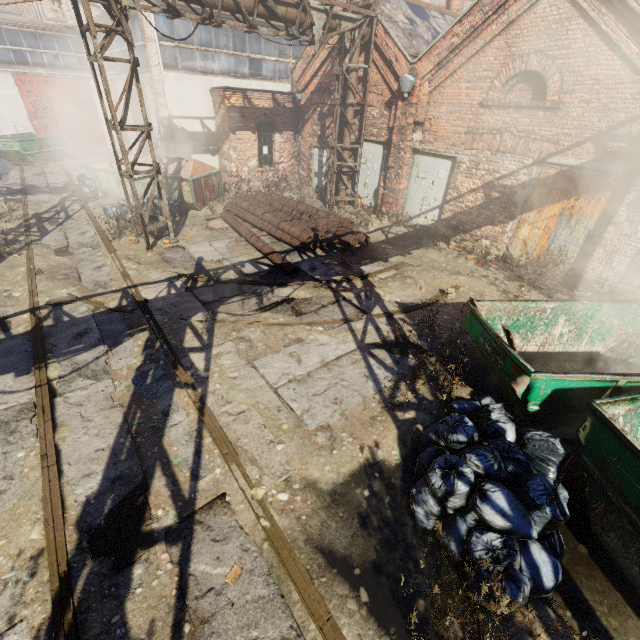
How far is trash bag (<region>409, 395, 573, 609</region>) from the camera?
3.18m

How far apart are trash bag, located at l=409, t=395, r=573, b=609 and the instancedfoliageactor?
2.0 meters

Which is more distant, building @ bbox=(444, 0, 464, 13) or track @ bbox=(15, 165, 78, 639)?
building @ bbox=(444, 0, 464, 13)

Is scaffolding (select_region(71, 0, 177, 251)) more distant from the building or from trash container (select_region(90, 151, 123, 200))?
the building

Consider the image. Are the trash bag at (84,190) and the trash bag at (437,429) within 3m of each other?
no

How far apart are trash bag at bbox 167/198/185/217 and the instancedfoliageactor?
11.6m

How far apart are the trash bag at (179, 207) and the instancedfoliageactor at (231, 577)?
Answer: 11.65m

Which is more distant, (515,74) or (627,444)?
(515,74)
